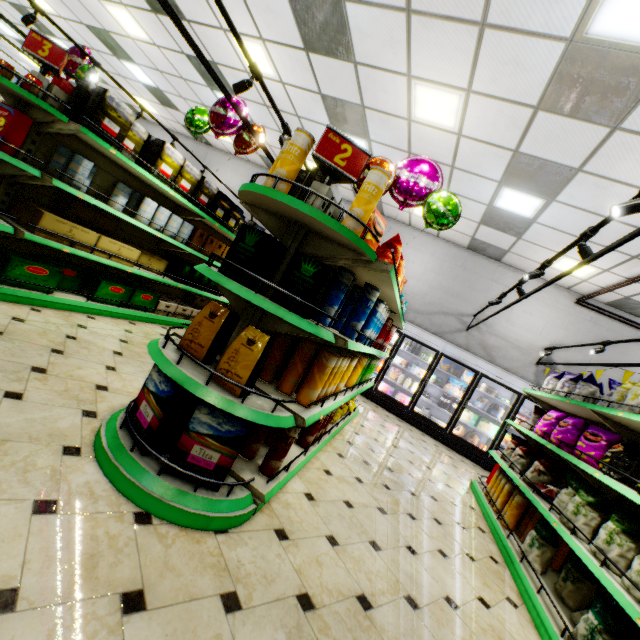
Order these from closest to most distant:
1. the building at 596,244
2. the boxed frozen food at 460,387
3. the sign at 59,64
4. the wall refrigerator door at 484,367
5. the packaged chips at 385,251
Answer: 1. the packaged chips at 385,251
2. the sign at 59,64
3. the building at 596,244
4. the wall refrigerator door at 484,367
5. the boxed frozen food at 460,387

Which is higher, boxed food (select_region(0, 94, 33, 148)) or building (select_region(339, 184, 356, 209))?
building (select_region(339, 184, 356, 209))

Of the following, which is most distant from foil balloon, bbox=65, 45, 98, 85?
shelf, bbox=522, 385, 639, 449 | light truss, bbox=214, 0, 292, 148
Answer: shelf, bbox=522, 385, 639, 449

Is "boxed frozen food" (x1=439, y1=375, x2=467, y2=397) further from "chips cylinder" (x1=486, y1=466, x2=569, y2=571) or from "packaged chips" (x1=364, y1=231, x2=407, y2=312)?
"packaged chips" (x1=364, y1=231, x2=407, y2=312)

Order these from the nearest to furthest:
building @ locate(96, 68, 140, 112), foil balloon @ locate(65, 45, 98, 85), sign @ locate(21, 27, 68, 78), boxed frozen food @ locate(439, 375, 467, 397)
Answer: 1. sign @ locate(21, 27, 68, 78)
2. foil balloon @ locate(65, 45, 98, 85)
3. boxed frozen food @ locate(439, 375, 467, 397)
4. building @ locate(96, 68, 140, 112)

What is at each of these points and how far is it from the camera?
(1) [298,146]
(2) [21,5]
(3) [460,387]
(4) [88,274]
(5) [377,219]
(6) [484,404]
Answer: (1) chips cylinder, 2.0 meters
(2) building, 8.9 meters
(3) boxed frozen food, 8.1 meters
(4) boxed tea, 4.2 meters
(5) packaged chips, 2.5 meters
(6) milk jug, 7.8 meters

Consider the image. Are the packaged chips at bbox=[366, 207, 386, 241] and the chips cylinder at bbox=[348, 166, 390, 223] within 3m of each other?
yes

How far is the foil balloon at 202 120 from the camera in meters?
5.1 m
